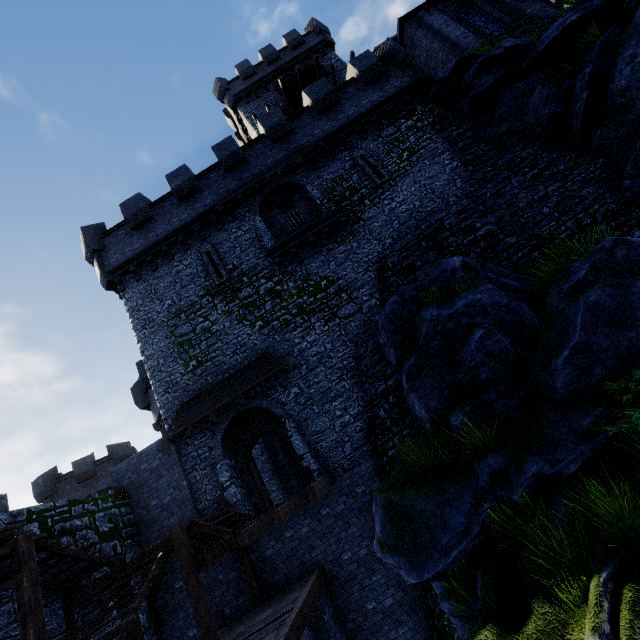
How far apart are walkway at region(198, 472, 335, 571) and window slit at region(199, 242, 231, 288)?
9.6m

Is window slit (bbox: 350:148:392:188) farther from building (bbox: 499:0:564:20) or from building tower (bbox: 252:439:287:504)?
building (bbox: 499:0:564:20)

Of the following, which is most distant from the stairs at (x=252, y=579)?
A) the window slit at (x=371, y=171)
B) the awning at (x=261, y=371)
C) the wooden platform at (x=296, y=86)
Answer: the wooden platform at (x=296, y=86)

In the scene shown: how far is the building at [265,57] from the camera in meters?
27.5

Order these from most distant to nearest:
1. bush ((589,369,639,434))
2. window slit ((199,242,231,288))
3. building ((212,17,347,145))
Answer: building ((212,17,347,145))
window slit ((199,242,231,288))
bush ((589,369,639,434))

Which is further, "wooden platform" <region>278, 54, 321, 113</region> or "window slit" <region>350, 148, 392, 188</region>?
"wooden platform" <region>278, 54, 321, 113</region>

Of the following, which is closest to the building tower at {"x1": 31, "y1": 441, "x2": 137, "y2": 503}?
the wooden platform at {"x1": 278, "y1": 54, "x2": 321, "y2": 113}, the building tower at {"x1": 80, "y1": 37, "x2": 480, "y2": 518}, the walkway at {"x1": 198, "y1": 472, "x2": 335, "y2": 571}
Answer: the building tower at {"x1": 80, "y1": 37, "x2": 480, "y2": 518}

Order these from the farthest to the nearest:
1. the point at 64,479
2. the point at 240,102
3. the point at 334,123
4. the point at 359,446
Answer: the point at 240,102 → the point at 64,479 → the point at 334,123 → the point at 359,446
